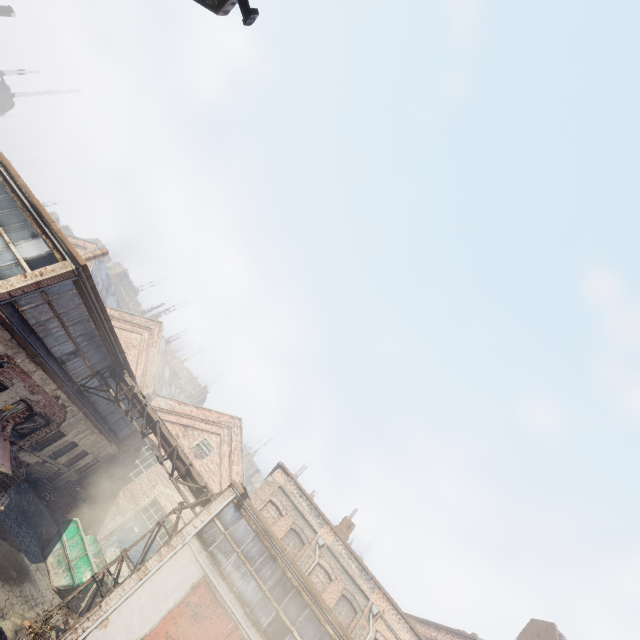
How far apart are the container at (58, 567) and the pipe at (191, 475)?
4.4 meters

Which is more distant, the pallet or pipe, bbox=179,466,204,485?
pipe, bbox=179,466,204,485

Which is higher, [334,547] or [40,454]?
[334,547]

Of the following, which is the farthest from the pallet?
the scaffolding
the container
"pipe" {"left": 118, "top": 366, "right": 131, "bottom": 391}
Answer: the scaffolding

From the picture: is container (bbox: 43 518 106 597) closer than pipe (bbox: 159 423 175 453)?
Yes

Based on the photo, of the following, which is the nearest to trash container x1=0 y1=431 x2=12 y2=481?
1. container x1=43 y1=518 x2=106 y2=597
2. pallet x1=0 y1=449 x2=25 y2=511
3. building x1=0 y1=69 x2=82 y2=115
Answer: pallet x1=0 y1=449 x2=25 y2=511

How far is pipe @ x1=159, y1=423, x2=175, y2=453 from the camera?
13.85m

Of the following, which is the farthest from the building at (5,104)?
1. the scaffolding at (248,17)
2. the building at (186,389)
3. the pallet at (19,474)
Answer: the scaffolding at (248,17)
